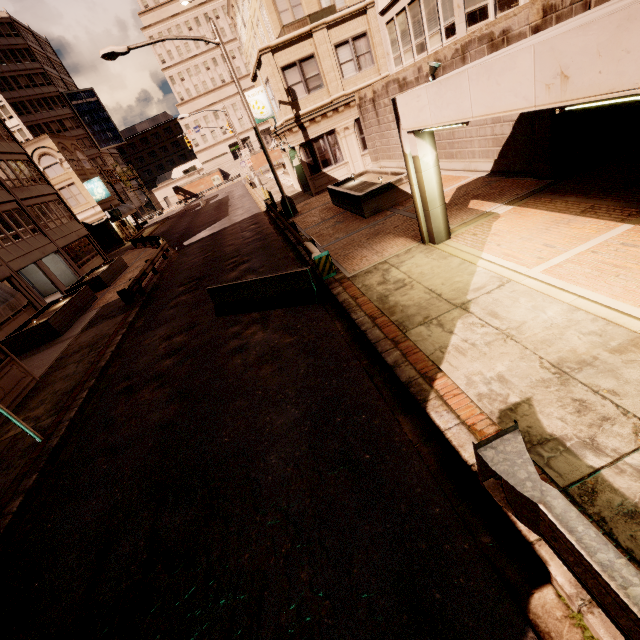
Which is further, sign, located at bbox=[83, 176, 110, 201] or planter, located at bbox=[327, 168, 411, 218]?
sign, located at bbox=[83, 176, 110, 201]

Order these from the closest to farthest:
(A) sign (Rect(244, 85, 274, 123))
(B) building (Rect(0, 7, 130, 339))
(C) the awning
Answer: (C) the awning
(A) sign (Rect(244, 85, 274, 123))
(B) building (Rect(0, 7, 130, 339))

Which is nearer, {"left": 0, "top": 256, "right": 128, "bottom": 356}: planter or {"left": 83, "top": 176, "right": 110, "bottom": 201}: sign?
{"left": 0, "top": 256, "right": 128, "bottom": 356}: planter

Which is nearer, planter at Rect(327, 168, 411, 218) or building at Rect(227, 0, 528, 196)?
planter at Rect(327, 168, 411, 218)

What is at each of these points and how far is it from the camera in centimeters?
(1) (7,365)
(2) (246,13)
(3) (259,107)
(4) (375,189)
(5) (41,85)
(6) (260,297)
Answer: (1) building, 1099cm
(2) building, 3138cm
(3) sign, 2133cm
(4) planter, 1298cm
(5) building, 5991cm
(6) barrier, 994cm

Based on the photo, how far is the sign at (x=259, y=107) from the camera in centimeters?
2092cm

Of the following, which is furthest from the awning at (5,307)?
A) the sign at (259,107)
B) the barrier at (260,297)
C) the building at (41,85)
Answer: the sign at (259,107)

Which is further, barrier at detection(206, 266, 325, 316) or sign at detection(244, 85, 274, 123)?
sign at detection(244, 85, 274, 123)
